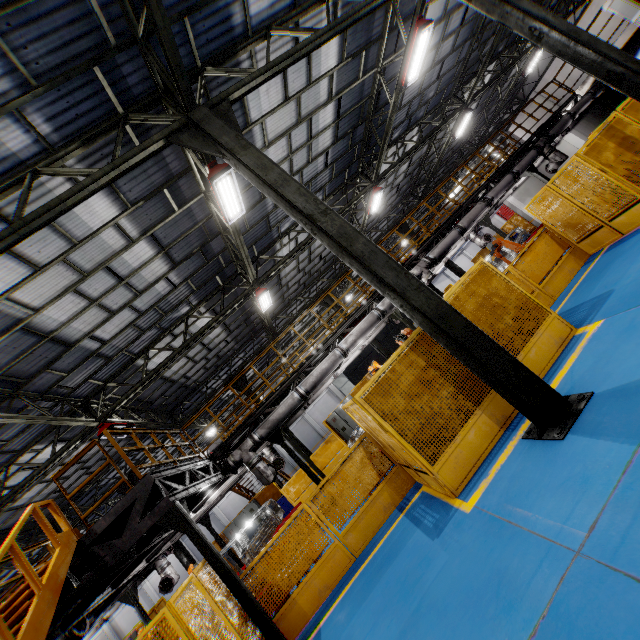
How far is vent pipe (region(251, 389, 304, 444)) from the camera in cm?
1005

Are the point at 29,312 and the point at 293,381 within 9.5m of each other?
yes

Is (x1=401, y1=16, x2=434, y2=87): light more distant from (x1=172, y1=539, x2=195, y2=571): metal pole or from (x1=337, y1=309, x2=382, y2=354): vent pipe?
(x1=172, y1=539, x2=195, y2=571): metal pole

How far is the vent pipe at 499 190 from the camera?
13.4 meters

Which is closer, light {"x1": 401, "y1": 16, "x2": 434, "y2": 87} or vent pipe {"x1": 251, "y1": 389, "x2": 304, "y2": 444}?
light {"x1": 401, "y1": 16, "x2": 434, "y2": 87}

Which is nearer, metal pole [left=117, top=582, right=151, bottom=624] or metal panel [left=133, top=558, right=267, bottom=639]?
metal panel [left=133, top=558, right=267, bottom=639]
